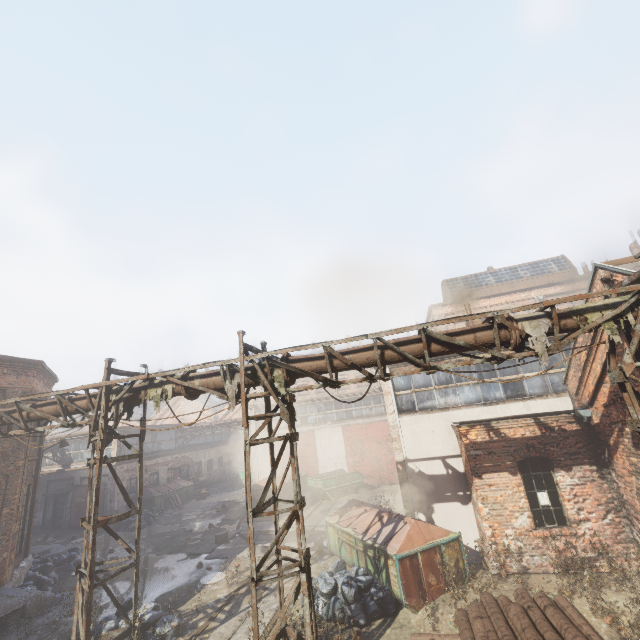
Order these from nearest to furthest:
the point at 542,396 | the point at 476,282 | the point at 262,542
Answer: the point at 542,396, the point at 262,542, the point at 476,282

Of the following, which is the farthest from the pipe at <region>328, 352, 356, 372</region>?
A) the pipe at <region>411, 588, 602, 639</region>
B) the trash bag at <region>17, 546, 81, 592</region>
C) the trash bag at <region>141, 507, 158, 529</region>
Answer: the trash bag at <region>141, 507, 158, 529</region>

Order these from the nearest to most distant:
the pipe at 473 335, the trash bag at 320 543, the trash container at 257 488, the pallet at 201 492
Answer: the pipe at 473 335
the trash bag at 320 543
the trash container at 257 488
the pallet at 201 492

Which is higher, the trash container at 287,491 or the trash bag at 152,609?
the trash container at 287,491

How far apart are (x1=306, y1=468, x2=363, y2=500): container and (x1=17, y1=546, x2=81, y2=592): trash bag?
12.6m

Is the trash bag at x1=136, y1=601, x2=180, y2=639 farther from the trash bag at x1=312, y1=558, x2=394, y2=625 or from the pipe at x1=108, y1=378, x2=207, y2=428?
the pipe at x1=108, y1=378, x2=207, y2=428

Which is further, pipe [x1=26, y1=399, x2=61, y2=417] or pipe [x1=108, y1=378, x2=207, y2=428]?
pipe [x1=26, y1=399, x2=61, y2=417]

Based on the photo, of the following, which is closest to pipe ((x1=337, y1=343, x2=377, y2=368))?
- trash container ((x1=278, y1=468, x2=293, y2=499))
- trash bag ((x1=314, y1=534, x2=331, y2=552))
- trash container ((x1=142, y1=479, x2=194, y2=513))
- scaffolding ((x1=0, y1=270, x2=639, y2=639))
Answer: scaffolding ((x1=0, y1=270, x2=639, y2=639))
